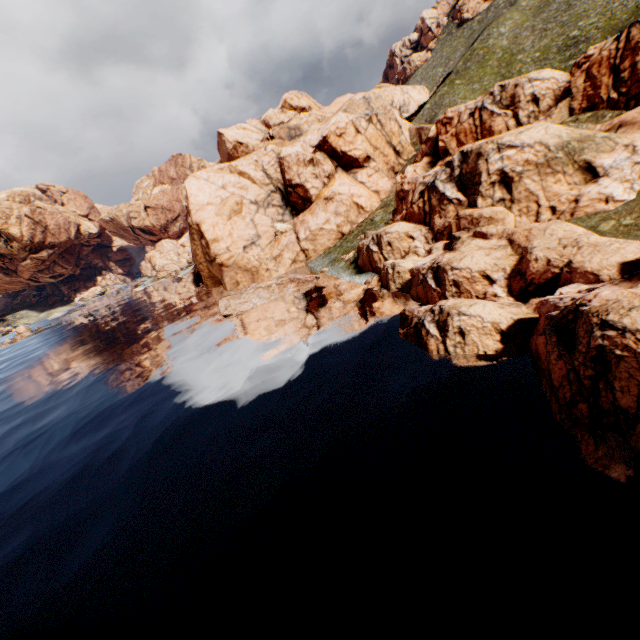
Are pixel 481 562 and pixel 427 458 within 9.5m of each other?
yes
